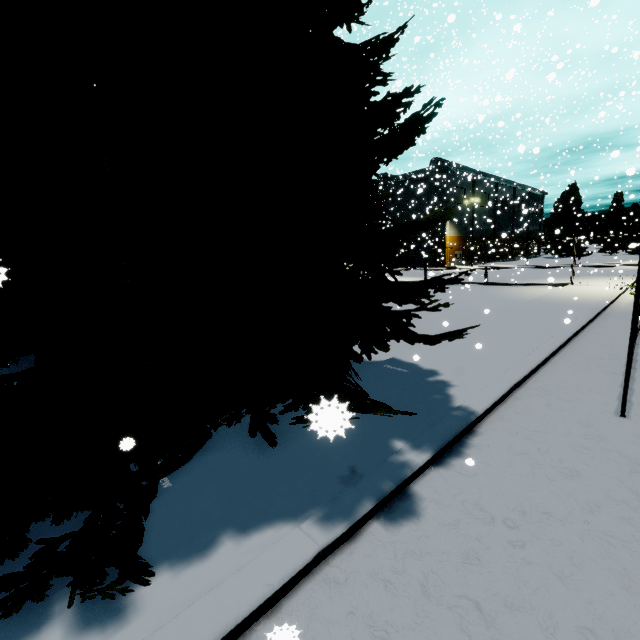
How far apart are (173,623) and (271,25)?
5.02m

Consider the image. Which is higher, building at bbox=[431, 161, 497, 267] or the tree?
building at bbox=[431, 161, 497, 267]

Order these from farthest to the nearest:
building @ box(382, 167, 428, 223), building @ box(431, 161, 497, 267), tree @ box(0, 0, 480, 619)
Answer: building @ box(382, 167, 428, 223) < building @ box(431, 161, 497, 267) < tree @ box(0, 0, 480, 619)

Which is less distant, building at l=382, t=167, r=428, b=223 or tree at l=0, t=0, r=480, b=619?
tree at l=0, t=0, r=480, b=619

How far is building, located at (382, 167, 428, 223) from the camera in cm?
5013

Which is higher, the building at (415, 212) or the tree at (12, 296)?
the building at (415, 212)

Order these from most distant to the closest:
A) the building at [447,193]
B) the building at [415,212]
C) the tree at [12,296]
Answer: the building at [415,212] < the building at [447,193] < the tree at [12,296]
